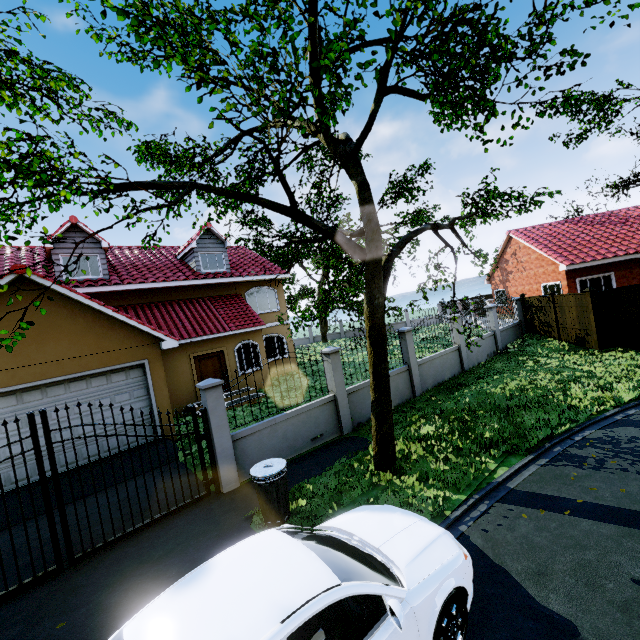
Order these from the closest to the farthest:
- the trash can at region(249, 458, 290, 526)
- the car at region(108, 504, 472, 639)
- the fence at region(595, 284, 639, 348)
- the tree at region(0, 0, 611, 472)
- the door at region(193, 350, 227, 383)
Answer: the car at region(108, 504, 472, 639)
the tree at region(0, 0, 611, 472)
the trash can at region(249, 458, 290, 526)
the fence at region(595, 284, 639, 348)
the door at region(193, 350, 227, 383)

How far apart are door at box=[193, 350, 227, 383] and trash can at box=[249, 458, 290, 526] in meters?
10.0 m

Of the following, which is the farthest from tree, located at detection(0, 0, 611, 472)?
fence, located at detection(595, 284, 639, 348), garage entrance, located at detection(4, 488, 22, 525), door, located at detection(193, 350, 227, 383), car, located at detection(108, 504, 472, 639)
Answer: door, located at detection(193, 350, 227, 383)

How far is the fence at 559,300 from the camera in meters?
13.6 m

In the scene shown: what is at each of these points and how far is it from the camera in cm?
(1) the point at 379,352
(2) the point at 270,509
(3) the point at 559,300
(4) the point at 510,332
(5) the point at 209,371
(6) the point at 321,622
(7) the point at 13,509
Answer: (1) tree, 690
(2) trash can, 552
(3) fence, 1520
(4) fence, 1764
(5) door, 1538
(6) car, 365
(7) garage entrance, 743

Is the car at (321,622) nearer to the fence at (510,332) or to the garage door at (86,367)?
the fence at (510,332)

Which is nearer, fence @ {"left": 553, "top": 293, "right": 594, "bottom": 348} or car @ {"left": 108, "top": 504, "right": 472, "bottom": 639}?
car @ {"left": 108, "top": 504, "right": 472, "bottom": 639}
